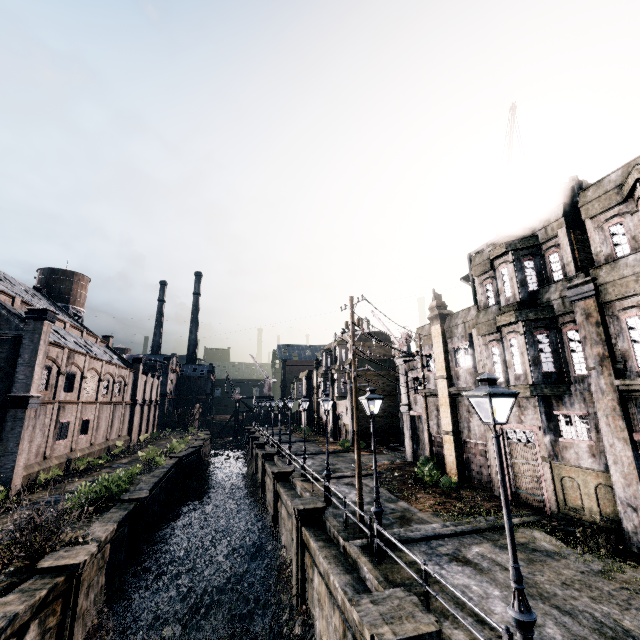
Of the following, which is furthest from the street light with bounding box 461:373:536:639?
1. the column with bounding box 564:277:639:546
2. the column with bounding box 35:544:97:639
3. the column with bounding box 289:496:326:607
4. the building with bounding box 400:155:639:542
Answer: the column with bounding box 35:544:97:639

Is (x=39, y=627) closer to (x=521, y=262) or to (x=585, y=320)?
(x=585, y=320)

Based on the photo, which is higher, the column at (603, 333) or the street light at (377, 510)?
the column at (603, 333)

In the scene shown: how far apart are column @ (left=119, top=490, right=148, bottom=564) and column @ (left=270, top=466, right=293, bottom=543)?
7.9m

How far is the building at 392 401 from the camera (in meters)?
39.00

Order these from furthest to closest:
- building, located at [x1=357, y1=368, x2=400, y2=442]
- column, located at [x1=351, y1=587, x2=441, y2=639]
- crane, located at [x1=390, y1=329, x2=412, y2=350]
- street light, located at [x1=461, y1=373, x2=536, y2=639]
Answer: building, located at [x1=357, y1=368, x2=400, y2=442], crane, located at [x1=390, y1=329, x2=412, y2=350], column, located at [x1=351, y1=587, x2=441, y2=639], street light, located at [x1=461, y1=373, x2=536, y2=639]

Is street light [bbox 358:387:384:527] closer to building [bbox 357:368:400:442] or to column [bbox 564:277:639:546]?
column [bbox 564:277:639:546]

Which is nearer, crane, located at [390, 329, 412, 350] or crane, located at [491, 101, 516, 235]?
crane, located at [491, 101, 516, 235]
